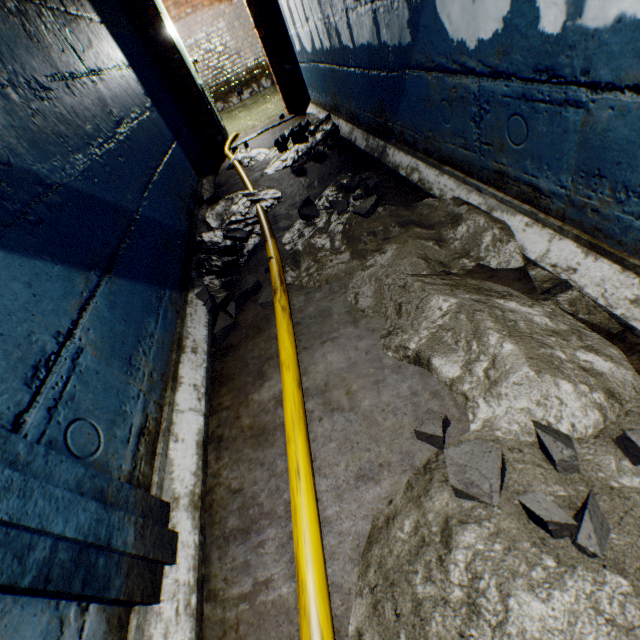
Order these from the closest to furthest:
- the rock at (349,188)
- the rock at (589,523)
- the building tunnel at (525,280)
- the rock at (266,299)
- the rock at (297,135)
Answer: the rock at (589,523) < the building tunnel at (525,280) < the rock at (266,299) < the rock at (349,188) < the rock at (297,135)

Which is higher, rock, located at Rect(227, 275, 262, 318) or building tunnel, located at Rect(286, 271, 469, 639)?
rock, located at Rect(227, 275, 262, 318)

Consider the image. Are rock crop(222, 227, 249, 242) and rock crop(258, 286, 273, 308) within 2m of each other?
yes

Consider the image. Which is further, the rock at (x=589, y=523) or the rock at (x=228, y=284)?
the rock at (x=228, y=284)

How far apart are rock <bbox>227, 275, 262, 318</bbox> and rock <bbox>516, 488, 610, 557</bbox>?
1.2 meters

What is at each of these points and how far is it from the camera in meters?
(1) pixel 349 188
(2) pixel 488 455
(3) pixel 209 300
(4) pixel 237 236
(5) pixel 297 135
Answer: (1) rock, 2.3
(2) rock, 0.8
(3) rock, 1.9
(4) rock, 2.4
(5) rock, 3.4

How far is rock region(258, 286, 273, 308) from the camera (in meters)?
1.78

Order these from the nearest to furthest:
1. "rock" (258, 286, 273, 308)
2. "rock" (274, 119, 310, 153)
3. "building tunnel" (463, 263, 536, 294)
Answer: "building tunnel" (463, 263, 536, 294) < "rock" (258, 286, 273, 308) < "rock" (274, 119, 310, 153)
